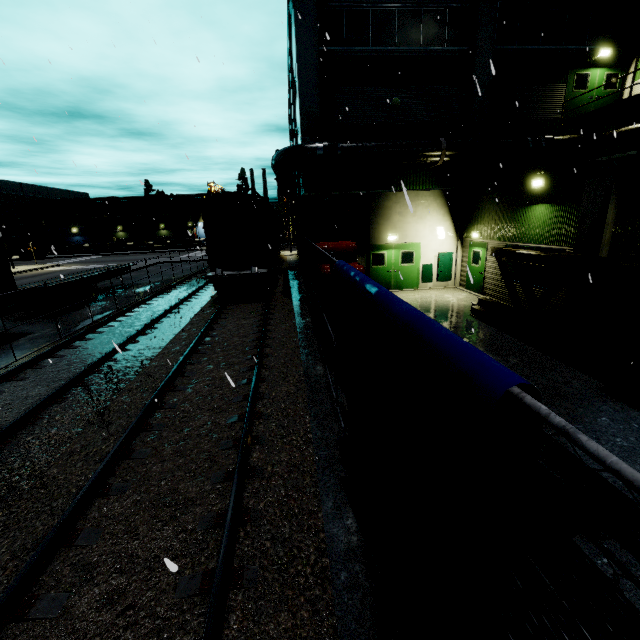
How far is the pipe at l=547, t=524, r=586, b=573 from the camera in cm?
341

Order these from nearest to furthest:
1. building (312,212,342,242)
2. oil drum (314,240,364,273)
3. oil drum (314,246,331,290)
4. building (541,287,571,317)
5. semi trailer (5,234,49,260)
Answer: oil drum (314,246,331,290)
oil drum (314,240,364,273)
building (541,287,571,317)
building (312,212,342,242)
semi trailer (5,234,49,260)

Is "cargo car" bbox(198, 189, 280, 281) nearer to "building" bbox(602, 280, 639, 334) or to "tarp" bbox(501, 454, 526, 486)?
"building" bbox(602, 280, 639, 334)

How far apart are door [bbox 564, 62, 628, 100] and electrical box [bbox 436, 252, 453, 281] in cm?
804

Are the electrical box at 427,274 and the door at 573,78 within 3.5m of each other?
no

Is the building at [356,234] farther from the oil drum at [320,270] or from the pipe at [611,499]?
the oil drum at [320,270]

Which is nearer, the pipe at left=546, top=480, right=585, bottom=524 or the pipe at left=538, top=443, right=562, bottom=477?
the pipe at left=546, top=480, right=585, bottom=524

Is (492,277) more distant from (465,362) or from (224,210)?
(465,362)
